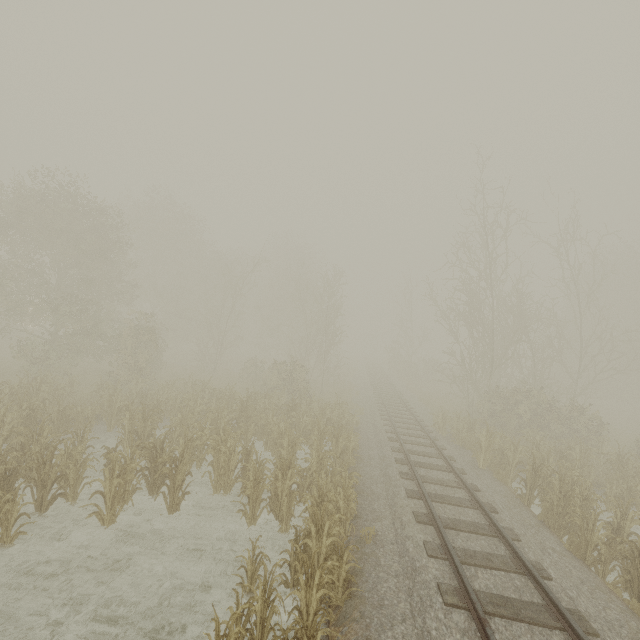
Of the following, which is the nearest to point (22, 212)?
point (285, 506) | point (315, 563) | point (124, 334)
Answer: point (124, 334)
